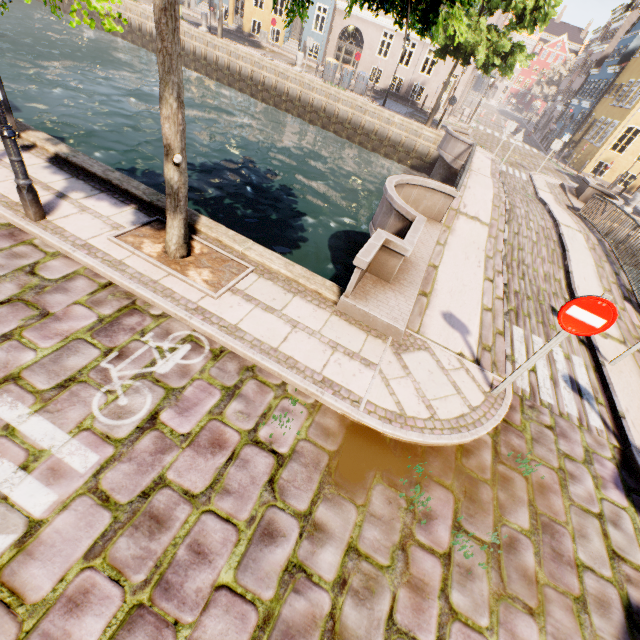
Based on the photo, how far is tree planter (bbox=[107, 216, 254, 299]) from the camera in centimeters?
475cm

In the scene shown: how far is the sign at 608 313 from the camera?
3.6 meters

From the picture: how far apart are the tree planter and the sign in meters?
4.3 m

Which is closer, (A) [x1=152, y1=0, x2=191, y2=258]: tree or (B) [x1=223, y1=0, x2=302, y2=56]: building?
(A) [x1=152, y1=0, x2=191, y2=258]: tree

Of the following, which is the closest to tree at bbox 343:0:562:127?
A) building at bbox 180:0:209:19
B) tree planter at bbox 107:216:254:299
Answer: tree planter at bbox 107:216:254:299

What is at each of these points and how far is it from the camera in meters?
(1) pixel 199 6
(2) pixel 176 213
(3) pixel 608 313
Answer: (1) building, 30.7 m
(2) tree, 4.6 m
(3) sign, 3.6 m

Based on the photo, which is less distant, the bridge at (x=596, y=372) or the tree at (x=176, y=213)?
the tree at (x=176, y=213)

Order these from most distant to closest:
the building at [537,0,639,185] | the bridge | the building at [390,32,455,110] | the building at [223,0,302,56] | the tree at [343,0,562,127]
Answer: the building at [223,0,302,56], the building at [390,32,455,110], the building at [537,0,639,185], the bridge, the tree at [343,0,562,127]
